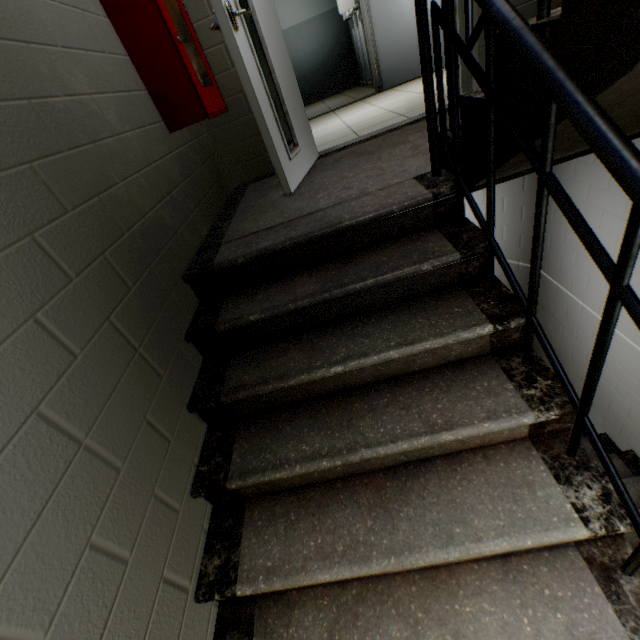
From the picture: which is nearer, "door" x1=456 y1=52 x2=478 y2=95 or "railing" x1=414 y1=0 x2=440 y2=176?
"railing" x1=414 y1=0 x2=440 y2=176

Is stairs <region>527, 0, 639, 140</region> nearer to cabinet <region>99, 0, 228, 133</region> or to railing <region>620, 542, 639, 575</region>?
railing <region>620, 542, 639, 575</region>

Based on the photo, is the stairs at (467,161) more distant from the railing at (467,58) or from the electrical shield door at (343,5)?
the electrical shield door at (343,5)

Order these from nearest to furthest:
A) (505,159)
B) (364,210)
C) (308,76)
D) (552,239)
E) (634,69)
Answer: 1. (634,69)
2. (505,159)
3. (364,210)
4. (552,239)
5. (308,76)

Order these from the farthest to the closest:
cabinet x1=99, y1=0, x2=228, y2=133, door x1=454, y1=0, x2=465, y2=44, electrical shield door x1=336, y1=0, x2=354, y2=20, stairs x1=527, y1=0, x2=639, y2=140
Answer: electrical shield door x1=336, y1=0, x2=354, y2=20, door x1=454, y1=0, x2=465, y2=44, cabinet x1=99, y1=0, x2=228, y2=133, stairs x1=527, y1=0, x2=639, y2=140

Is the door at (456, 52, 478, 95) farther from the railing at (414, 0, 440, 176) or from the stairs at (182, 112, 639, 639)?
the railing at (414, 0, 440, 176)

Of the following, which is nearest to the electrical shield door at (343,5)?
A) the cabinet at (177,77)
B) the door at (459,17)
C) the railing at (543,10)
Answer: the door at (459,17)

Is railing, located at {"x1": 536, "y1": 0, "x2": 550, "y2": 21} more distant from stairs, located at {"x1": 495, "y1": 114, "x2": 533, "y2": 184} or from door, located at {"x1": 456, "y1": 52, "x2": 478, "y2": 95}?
door, located at {"x1": 456, "y1": 52, "x2": 478, "y2": 95}
